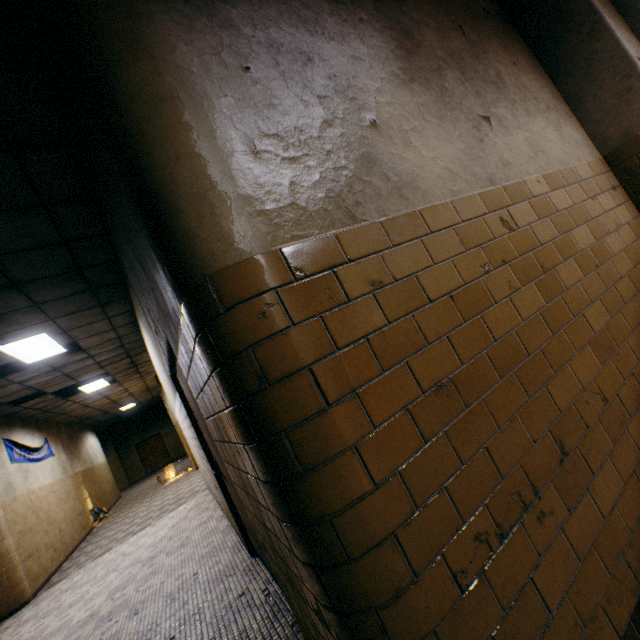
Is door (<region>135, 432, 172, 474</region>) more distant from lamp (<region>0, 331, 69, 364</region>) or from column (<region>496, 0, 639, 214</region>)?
column (<region>496, 0, 639, 214</region>)

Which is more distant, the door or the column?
the door

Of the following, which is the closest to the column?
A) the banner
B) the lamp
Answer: the lamp

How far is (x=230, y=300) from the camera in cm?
109

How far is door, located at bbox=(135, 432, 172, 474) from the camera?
21.4m

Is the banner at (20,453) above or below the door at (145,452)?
above

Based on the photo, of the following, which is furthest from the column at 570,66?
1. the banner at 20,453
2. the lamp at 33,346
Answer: the banner at 20,453

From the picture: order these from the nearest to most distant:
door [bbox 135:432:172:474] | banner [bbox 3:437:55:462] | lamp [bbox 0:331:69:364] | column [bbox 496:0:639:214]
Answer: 1. column [bbox 496:0:639:214]
2. lamp [bbox 0:331:69:364]
3. banner [bbox 3:437:55:462]
4. door [bbox 135:432:172:474]
